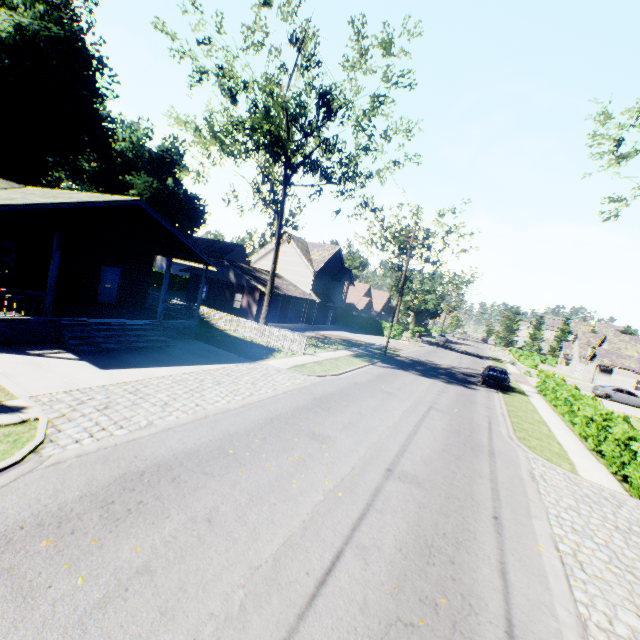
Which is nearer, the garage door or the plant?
the plant

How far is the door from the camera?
19.1 meters

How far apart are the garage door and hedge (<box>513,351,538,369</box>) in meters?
29.3

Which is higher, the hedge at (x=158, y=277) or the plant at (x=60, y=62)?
the plant at (x=60, y=62)

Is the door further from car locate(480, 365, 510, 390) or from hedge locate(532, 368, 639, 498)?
car locate(480, 365, 510, 390)

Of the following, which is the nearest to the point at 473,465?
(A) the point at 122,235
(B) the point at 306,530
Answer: (B) the point at 306,530

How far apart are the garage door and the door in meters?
19.9

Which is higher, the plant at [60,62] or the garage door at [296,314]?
the plant at [60,62]
